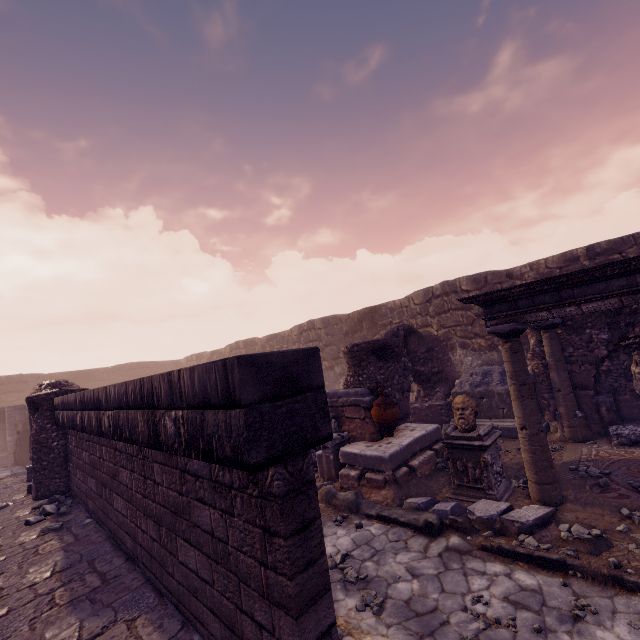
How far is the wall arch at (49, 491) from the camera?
8.4m

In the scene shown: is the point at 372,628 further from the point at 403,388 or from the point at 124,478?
the point at 403,388

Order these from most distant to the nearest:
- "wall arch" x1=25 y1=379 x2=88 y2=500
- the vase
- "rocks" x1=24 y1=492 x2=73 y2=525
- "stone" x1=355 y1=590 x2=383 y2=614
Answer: "wall arch" x1=25 y1=379 x2=88 y2=500
the vase
"rocks" x1=24 y1=492 x2=73 y2=525
"stone" x1=355 y1=590 x2=383 y2=614

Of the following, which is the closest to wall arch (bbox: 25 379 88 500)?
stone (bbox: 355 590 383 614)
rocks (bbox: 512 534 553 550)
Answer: stone (bbox: 355 590 383 614)

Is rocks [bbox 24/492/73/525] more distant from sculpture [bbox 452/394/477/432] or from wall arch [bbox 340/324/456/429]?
sculpture [bbox 452/394/477/432]

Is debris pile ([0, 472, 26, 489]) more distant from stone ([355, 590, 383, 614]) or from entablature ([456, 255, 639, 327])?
entablature ([456, 255, 639, 327])

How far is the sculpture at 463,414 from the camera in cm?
611

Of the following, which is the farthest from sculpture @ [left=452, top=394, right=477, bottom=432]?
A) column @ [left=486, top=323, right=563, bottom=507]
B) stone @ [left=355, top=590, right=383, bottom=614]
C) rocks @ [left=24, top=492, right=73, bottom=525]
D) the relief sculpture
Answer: the relief sculpture
